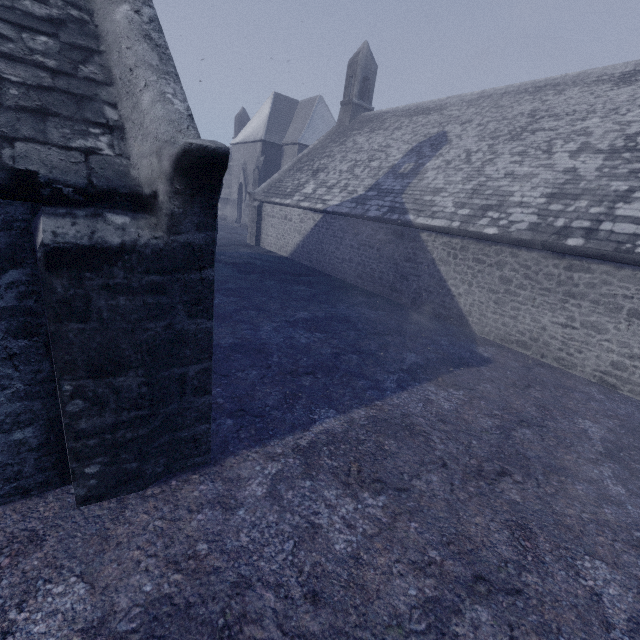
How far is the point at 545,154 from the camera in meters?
10.1
